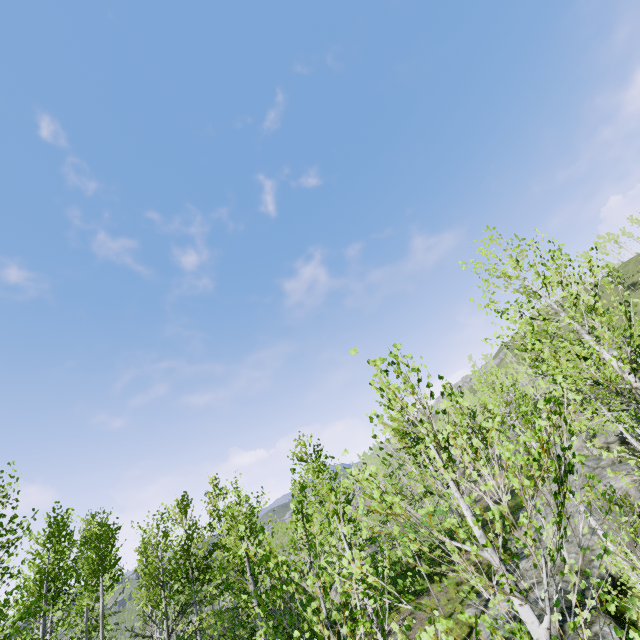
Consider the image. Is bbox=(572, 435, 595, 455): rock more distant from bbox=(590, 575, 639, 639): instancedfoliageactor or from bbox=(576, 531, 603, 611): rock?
bbox=(576, 531, 603, 611): rock

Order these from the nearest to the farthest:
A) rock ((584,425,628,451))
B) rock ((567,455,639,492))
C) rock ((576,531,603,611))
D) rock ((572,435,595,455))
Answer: rock ((576,531,603,611))
rock ((567,455,639,492))
rock ((584,425,628,451))
rock ((572,435,595,455))

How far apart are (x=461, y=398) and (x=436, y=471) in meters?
31.1

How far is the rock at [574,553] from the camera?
13.2 meters

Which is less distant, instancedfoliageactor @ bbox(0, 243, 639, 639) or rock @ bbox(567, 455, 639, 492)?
instancedfoliageactor @ bbox(0, 243, 639, 639)

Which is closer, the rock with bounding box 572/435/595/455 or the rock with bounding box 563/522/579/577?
the rock with bounding box 563/522/579/577

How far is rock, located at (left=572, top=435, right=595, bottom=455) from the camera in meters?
30.1

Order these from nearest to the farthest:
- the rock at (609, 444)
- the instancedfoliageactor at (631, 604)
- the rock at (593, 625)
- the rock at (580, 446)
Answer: the instancedfoliageactor at (631, 604), the rock at (593, 625), the rock at (609, 444), the rock at (580, 446)
